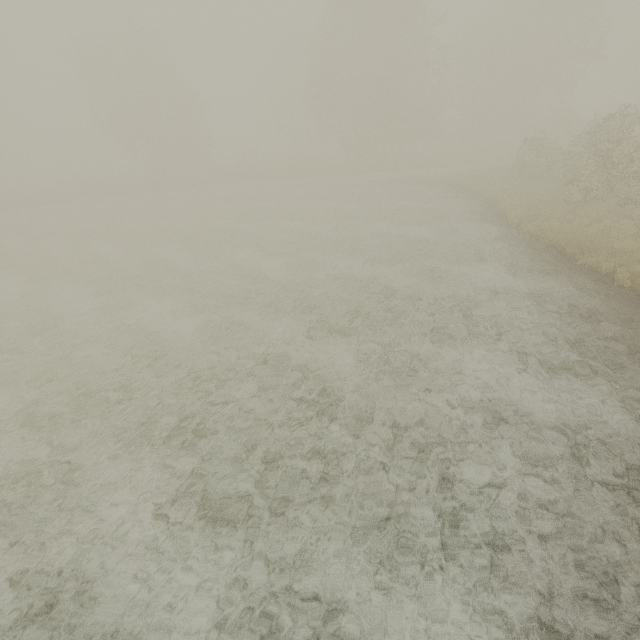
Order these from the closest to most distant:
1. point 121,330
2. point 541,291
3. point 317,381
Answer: point 317,381
point 541,291
point 121,330
